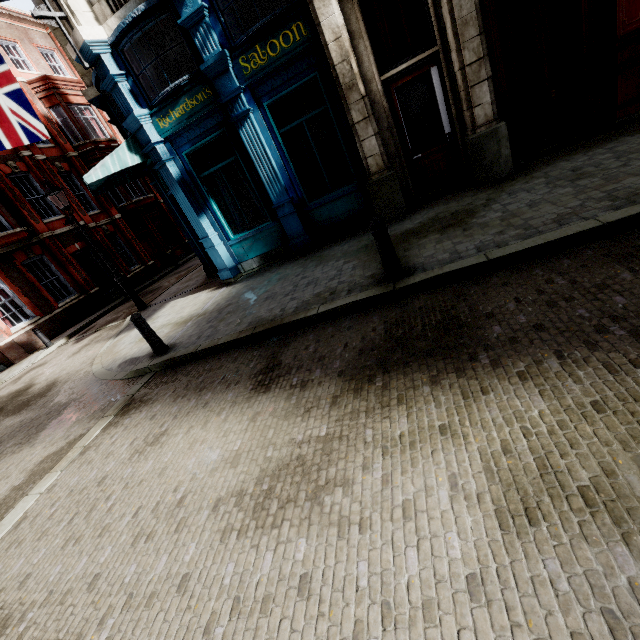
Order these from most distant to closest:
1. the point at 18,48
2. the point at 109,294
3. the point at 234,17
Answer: the point at 109,294, the point at 18,48, the point at 234,17

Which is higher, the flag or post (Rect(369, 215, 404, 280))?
the flag

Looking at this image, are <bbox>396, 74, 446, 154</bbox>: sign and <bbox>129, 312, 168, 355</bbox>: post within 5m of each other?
no

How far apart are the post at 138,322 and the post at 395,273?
4.72m

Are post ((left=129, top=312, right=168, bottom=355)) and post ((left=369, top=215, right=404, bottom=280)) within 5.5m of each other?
yes

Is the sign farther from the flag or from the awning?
the flag

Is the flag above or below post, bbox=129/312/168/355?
above

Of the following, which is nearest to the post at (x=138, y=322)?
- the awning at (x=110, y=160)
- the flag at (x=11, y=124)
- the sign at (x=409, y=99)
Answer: the awning at (x=110, y=160)
